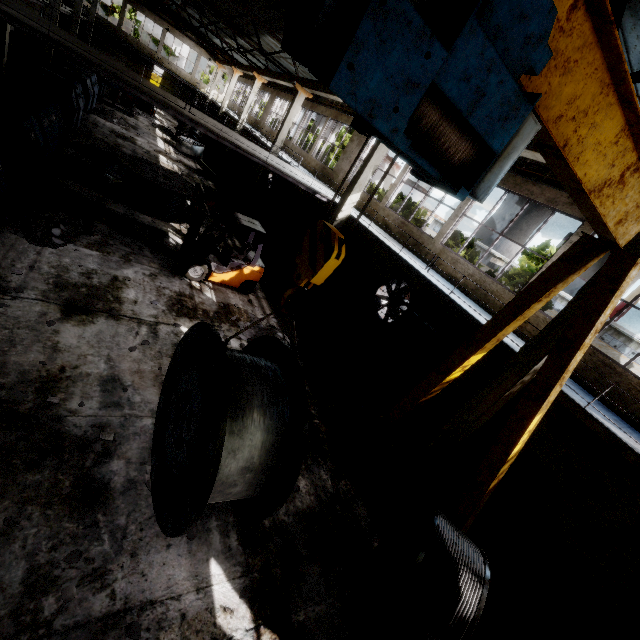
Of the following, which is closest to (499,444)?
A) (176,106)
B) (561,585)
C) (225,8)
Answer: (561,585)

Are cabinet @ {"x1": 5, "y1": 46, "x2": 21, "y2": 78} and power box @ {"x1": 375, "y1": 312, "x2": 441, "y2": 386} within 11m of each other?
no

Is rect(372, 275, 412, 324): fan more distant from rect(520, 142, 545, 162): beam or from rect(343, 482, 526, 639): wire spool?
Answer: rect(343, 482, 526, 639): wire spool

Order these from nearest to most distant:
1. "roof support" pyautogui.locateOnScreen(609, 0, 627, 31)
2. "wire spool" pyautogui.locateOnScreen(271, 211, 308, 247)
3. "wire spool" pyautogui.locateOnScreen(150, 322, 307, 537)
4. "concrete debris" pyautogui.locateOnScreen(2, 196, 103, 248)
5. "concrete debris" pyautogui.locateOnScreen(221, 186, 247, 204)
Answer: "wire spool" pyautogui.locateOnScreen(150, 322, 307, 537) < "roof support" pyautogui.locateOnScreen(609, 0, 627, 31) < "concrete debris" pyautogui.locateOnScreen(2, 196, 103, 248) < "wire spool" pyautogui.locateOnScreen(271, 211, 308, 247) < "concrete debris" pyautogui.locateOnScreen(221, 186, 247, 204)

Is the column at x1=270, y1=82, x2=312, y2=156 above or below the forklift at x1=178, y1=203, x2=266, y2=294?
above

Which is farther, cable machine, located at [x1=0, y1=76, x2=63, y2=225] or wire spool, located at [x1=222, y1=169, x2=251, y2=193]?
wire spool, located at [x1=222, y1=169, x2=251, y2=193]

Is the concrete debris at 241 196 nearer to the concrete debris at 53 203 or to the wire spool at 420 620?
the concrete debris at 53 203

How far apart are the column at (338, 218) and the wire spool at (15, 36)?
24.9 meters
